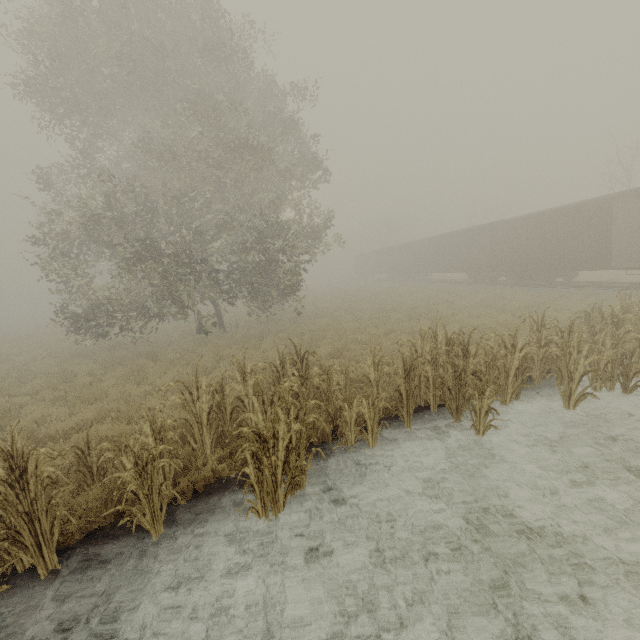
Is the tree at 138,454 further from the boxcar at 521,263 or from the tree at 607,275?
the tree at 607,275

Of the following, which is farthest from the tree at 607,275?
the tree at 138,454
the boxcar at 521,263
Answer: the tree at 138,454

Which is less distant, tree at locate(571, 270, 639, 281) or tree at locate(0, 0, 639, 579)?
tree at locate(0, 0, 639, 579)

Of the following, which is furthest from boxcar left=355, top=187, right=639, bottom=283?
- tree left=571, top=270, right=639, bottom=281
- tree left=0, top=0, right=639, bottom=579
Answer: tree left=0, top=0, right=639, bottom=579

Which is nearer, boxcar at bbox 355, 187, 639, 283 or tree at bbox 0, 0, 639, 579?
tree at bbox 0, 0, 639, 579

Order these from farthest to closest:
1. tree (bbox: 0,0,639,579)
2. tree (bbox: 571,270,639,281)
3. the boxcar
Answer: tree (bbox: 571,270,639,281), the boxcar, tree (bbox: 0,0,639,579)

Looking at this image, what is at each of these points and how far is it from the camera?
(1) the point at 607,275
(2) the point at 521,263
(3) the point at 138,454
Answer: (1) tree, 24.9 meters
(2) boxcar, 21.9 meters
(3) tree, 5.4 meters
